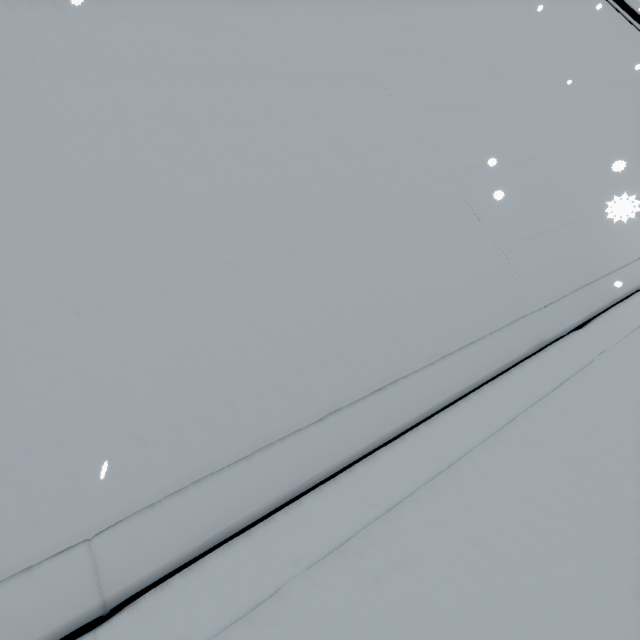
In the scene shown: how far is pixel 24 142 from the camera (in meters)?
2.88
